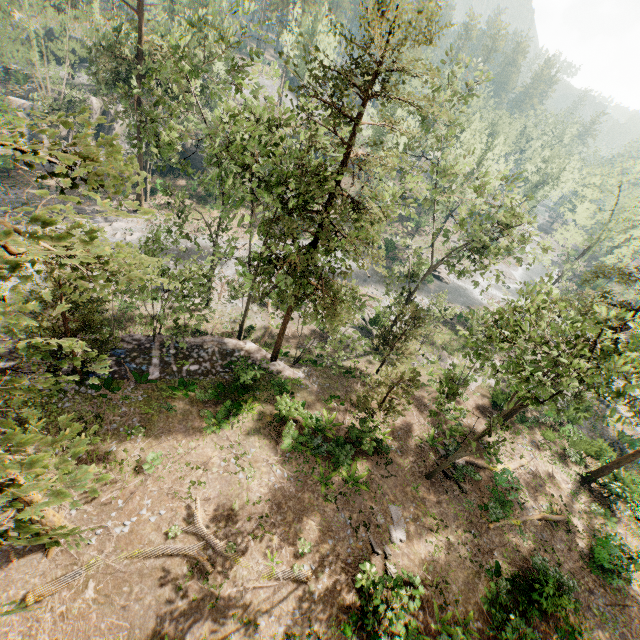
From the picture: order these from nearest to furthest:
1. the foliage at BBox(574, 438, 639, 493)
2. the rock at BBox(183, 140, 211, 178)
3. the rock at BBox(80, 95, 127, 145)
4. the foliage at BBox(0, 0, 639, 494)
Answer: the foliage at BBox(0, 0, 639, 494) → the foliage at BBox(574, 438, 639, 493) → the rock at BBox(80, 95, 127, 145) → the rock at BBox(183, 140, 211, 178)

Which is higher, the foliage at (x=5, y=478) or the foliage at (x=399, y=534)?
the foliage at (x=5, y=478)

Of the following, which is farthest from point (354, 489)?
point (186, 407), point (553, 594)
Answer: point (186, 407)

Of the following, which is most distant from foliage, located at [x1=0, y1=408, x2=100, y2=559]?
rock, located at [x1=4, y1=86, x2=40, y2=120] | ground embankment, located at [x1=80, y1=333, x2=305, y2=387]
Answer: rock, located at [x1=4, y1=86, x2=40, y2=120]

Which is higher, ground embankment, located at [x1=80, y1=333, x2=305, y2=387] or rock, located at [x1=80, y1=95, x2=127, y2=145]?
rock, located at [x1=80, y1=95, x2=127, y2=145]

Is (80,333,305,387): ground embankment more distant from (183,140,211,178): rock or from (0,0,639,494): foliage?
(183,140,211,178): rock

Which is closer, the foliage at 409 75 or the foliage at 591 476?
the foliage at 409 75
